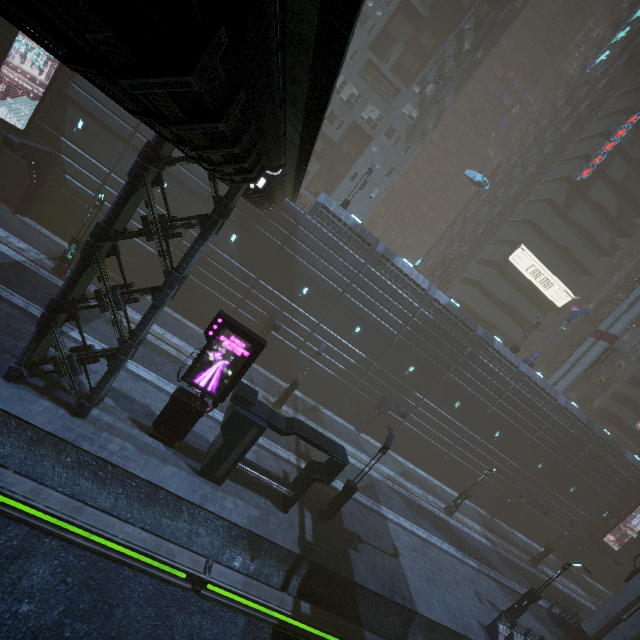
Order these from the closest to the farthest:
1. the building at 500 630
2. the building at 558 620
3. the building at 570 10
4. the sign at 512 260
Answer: the building at 500 630 → the building at 558 620 → the sign at 512 260 → the building at 570 10

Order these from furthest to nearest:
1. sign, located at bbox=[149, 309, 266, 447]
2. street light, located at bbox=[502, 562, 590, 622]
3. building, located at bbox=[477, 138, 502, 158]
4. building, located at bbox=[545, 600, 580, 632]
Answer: building, located at bbox=[477, 138, 502, 158]
building, located at bbox=[545, 600, 580, 632]
street light, located at bbox=[502, 562, 590, 622]
sign, located at bbox=[149, 309, 266, 447]

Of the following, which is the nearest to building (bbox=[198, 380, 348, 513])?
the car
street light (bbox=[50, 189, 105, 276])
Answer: the car

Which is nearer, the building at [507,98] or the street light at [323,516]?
the street light at [323,516]

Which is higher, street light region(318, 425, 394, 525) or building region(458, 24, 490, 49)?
building region(458, 24, 490, 49)

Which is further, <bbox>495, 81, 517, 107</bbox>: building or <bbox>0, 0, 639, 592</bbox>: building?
<bbox>495, 81, 517, 107</bbox>: building

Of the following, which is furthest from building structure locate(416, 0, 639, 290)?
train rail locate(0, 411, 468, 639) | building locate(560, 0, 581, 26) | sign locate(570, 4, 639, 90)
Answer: train rail locate(0, 411, 468, 639)

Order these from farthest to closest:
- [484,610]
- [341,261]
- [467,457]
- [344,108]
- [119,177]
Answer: [344,108], [467,457], [341,261], [119,177], [484,610]
